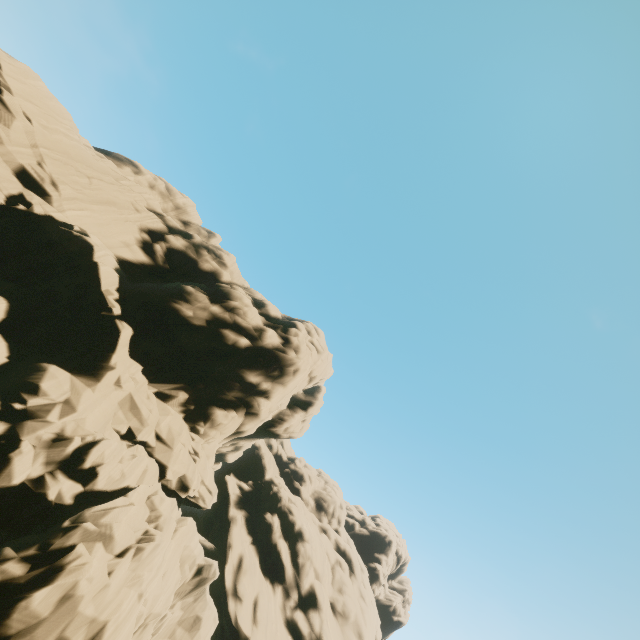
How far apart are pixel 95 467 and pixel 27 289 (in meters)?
10.81
